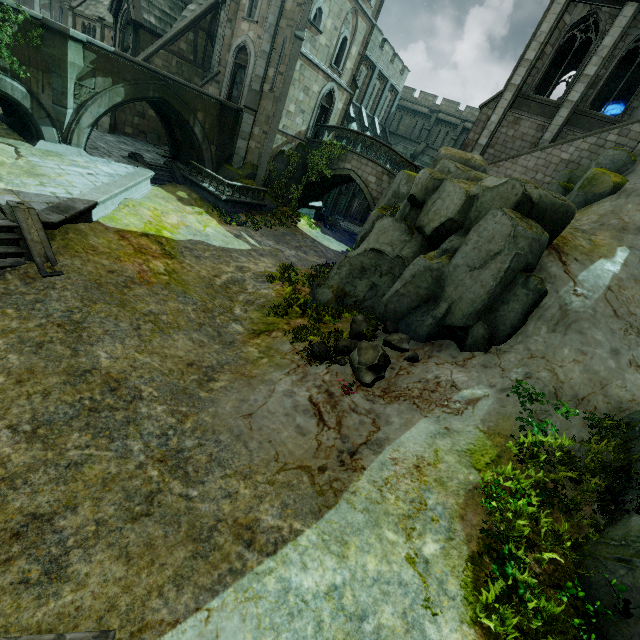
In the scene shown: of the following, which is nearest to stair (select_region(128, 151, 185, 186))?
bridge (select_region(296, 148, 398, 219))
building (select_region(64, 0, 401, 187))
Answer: building (select_region(64, 0, 401, 187))

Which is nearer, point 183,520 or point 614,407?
point 183,520

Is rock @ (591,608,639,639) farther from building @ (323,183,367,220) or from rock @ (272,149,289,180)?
rock @ (272,149,289,180)

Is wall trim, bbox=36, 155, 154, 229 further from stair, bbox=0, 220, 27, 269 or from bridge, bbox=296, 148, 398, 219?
bridge, bbox=296, 148, 398, 219

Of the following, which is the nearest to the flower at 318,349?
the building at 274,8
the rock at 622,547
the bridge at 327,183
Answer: the rock at 622,547

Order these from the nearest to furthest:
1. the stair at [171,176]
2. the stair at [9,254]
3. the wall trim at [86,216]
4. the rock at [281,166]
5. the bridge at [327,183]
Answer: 1. the stair at [9,254]
2. the wall trim at [86,216]
3. the stair at [171,176]
4. the bridge at [327,183]
5. the rock at [281,166]

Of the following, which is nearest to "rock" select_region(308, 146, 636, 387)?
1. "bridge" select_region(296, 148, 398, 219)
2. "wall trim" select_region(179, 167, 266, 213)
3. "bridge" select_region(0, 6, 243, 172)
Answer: "bridge" select_region(296, 148, 398, 219)

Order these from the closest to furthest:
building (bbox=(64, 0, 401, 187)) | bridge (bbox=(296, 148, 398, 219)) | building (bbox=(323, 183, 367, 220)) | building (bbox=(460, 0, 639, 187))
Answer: building (bbox=(460, 0, 639, 187)), building (bbox=(64, 0, 401, 187)), bridge (bbox=(296, 148, 398, 219)), building (bbox=(323, 183, 367, 220))
